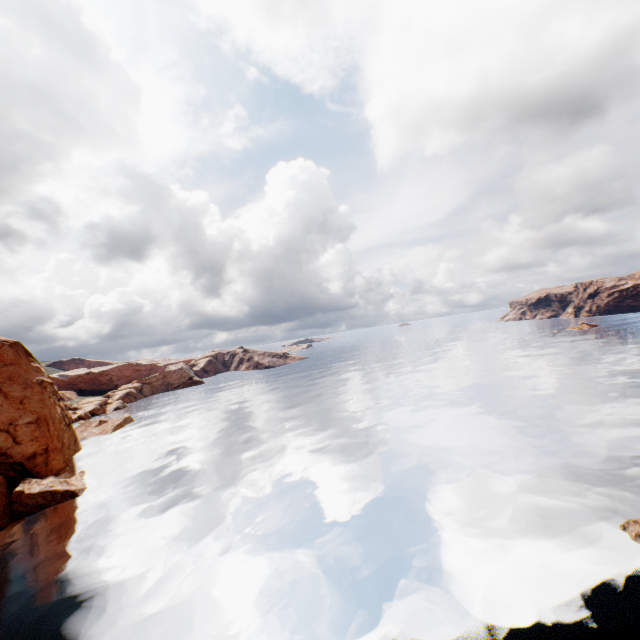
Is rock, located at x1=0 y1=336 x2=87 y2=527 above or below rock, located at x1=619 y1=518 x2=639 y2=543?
above

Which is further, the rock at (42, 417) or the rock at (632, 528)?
the rock at (42, 417)

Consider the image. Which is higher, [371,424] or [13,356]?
[13,356]

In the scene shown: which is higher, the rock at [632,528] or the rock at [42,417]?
the rock at [42,417]

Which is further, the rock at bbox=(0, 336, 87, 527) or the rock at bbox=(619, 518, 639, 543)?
the rock at bbox=(0, 336, 87, 527)
